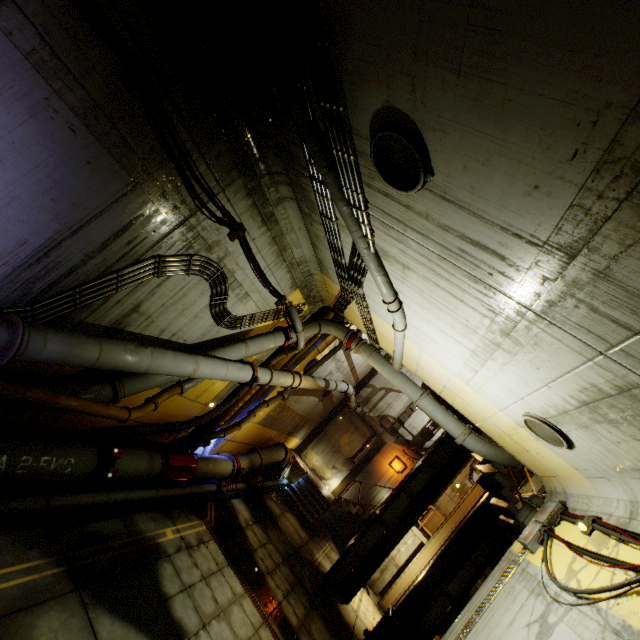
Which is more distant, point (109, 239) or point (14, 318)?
point (109, 239)

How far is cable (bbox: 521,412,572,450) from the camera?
5.4m

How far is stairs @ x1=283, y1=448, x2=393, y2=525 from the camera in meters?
16.2

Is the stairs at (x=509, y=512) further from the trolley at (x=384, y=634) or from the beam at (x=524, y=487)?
the trolley at (x=384, y=634)

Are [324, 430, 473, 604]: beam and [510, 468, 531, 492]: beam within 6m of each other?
yes

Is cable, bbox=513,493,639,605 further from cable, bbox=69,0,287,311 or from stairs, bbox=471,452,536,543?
cable, bbox=69,0,287,311

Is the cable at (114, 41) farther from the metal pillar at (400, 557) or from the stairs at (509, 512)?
the metal pillar at (400, 557)

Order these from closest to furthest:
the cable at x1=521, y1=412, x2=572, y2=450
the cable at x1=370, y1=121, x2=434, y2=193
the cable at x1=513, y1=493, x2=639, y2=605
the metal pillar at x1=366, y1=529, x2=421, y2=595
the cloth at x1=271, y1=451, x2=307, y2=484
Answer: the cable at x1=370, y1=121, x2=434, y2=193 < the cable at x1=513, y1=493, x2=639, y2=605 < the cable at x1=521, y1=412, x2=572, y2=450 < the metal pillar at x1=366, y1=529, x2=421, y2=595 < the cloth at x1=271, y1=451, x2=307, y2=484
